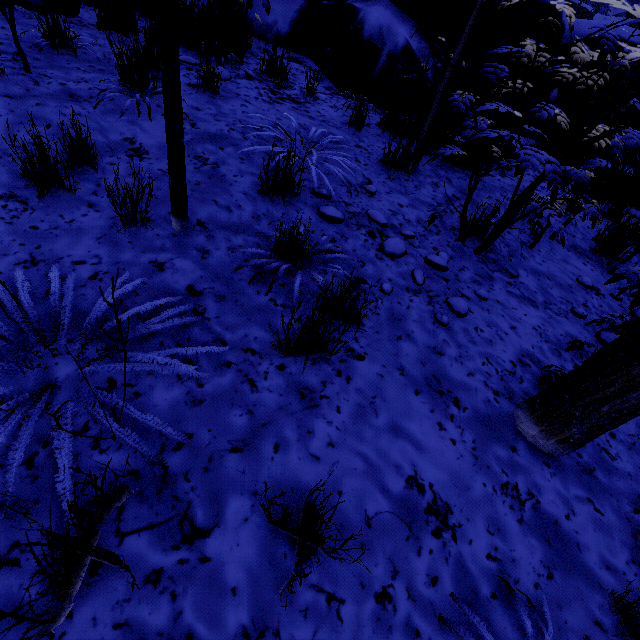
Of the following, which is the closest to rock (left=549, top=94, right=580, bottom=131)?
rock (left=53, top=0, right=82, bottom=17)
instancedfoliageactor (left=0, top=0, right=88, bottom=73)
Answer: instancedfoliageactor (left=0, top=0, right=88, bottom=73)

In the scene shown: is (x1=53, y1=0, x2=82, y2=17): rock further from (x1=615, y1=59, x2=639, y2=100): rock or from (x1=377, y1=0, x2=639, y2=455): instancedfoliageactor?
(x1=615, y1=59, x2=639, y2=100): rock

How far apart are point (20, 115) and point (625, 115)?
8.90m

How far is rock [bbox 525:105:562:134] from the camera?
5.77m

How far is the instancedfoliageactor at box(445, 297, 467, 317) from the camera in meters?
2.3 m

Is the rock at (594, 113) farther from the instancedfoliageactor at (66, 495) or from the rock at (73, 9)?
the rock at (73, 9)

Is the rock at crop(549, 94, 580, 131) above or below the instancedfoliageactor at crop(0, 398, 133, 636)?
above

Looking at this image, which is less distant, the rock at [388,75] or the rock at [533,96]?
the rock at [388,75]
